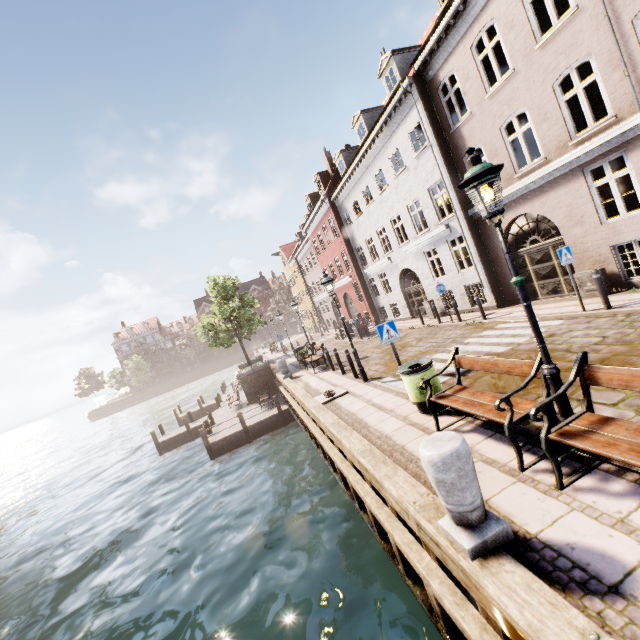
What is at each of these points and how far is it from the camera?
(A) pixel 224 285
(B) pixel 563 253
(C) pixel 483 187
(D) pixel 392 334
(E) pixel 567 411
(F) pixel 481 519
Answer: (A) tree, 22.9 meters
(B) sign, 9.0 meters
(C) street light, 3.6 meters
(D) sign, 7.6 meters
(E) street light, 3.8 meters
(F) pillar, 3.1 meters

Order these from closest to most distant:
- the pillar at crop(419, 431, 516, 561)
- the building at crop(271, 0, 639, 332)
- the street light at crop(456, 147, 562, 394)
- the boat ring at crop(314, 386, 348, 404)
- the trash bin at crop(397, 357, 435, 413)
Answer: the pillar at crop(419, 431, 516, 561) < the street light at crop(456, 147, 562, 394) < the trash bin at crop(397, 357, 435, 413) < the building at crop(271, 0, 639, 332) < the boat ring at crop(314, 386, 348, 404)

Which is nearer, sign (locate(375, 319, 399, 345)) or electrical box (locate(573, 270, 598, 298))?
sign (locate(375, 319, 399, 345))

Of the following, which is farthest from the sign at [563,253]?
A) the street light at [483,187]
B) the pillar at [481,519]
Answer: the pillar at [481,519]

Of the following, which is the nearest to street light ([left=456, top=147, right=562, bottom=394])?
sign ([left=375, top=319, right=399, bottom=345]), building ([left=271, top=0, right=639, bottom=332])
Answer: sign ([left=375, top=319, right=399, bottom=345])

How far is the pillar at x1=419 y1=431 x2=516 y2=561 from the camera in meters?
3.0 m

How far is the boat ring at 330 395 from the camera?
10.0m

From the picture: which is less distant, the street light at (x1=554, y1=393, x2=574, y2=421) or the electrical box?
the street light at (x1=554, y1=393, x2=574, y2=421)
